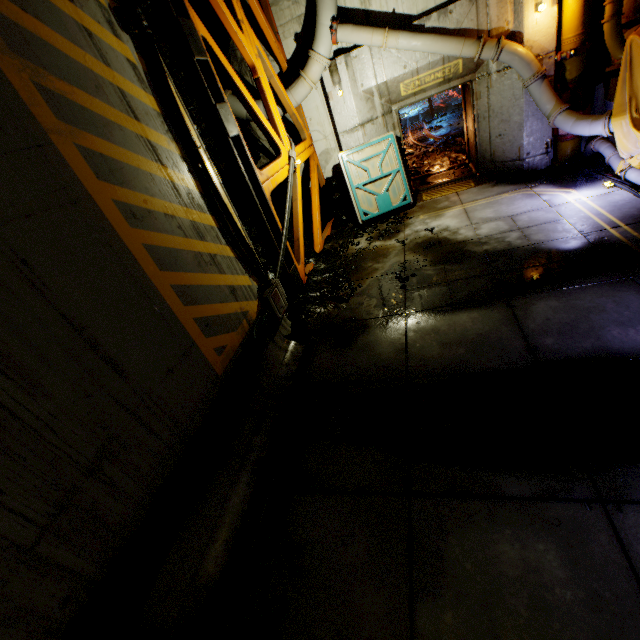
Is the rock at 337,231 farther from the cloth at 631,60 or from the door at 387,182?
the cloth at 631,60

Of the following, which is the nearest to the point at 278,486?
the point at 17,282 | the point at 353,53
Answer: the point at 17,282

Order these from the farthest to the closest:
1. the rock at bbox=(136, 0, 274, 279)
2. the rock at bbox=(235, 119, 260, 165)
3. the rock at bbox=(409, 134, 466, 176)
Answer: the rock at bbox=(409, 134, 466, 176), the rock at bbox=(235, 119, 260, 165), the rock at bbox=(136, 0, 274, 279)

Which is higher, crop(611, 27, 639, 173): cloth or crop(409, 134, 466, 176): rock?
crop(611, 27, 639, 173): cloth

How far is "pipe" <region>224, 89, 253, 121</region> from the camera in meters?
8.3

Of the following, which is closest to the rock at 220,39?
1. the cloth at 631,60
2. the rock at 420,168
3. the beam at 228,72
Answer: the beam at 228,72

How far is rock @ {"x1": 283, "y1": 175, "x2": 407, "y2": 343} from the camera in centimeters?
594cm
